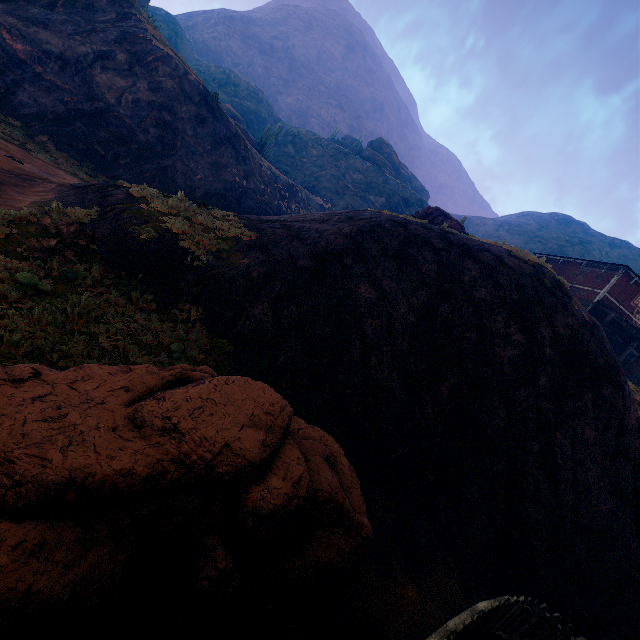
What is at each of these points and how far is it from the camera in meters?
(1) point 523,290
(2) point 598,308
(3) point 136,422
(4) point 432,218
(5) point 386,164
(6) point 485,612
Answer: (1) z, 11.0 m
(2) building, 23.0 m
(3) instancedfoliageactor, 3.0 m
(4) instancedfoliageactor, 20.0 m
(5) rock, 56.0 m
(6) fence, 4.7 m

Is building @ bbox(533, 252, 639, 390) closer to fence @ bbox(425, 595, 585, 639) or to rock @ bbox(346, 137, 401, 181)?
fence @ bbox(425, 595, 585, 639)

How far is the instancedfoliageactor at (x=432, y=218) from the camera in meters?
16.6

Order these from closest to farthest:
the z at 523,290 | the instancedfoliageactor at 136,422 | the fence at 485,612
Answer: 1. the instancedfoliageactor at 136,422
2. the fence at 485,612
3. the z at 523,290

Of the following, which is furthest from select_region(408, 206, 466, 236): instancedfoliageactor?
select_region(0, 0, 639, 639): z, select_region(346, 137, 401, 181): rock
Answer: select_region(346, 137, 401, 181): rock

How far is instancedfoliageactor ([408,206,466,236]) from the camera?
16.6m

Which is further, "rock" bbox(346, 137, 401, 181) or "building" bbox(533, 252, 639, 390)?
"rock" bbox(346, 137, 401, 181)

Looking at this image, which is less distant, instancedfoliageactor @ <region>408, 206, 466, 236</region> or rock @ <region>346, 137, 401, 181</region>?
instancedfoliageactor @ <region>408, 206, 466, 236</region>
